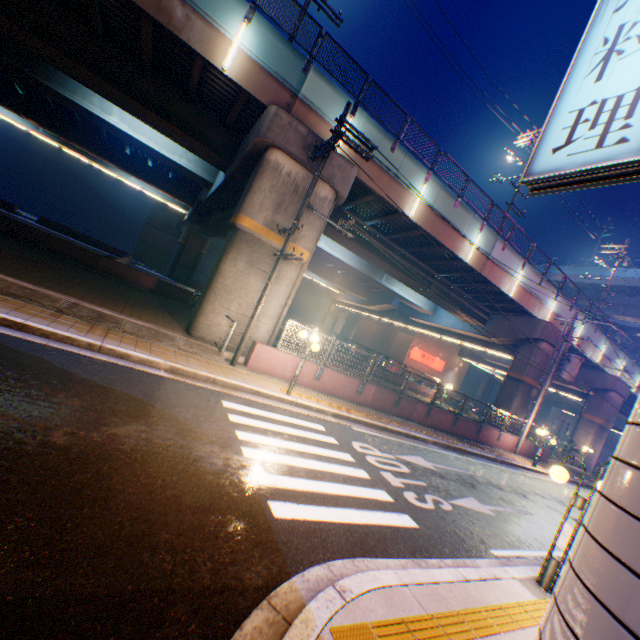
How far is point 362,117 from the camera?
14.1m

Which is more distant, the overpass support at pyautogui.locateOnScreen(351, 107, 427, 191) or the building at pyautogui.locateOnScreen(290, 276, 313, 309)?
the building at pyautogui.locateOnScreen(290, 276, 313, 309)

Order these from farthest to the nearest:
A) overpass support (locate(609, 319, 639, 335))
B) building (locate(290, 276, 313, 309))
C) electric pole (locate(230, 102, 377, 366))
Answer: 1. building (locate(290, 276, 313, 309))
2. overpass support (locate(609, 319, 639, 335))
3. electric pole (locate(230, 102, 377, 366))

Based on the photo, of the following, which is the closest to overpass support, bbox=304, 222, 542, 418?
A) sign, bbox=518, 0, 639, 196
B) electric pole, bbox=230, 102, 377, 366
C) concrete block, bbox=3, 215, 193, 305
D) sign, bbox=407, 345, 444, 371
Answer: concrete block, bbox=3, 215, 193, 305

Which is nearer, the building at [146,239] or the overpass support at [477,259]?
the overpass support at [477,259]

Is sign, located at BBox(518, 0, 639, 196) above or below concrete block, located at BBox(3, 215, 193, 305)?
above

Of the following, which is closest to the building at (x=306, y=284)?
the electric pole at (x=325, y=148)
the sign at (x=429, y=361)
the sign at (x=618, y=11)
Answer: the sign at (x=429, y=361)

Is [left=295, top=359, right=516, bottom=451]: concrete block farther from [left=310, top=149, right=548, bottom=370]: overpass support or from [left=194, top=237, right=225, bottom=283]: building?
[left=194, top=237, right=225, bottom=283]: building
